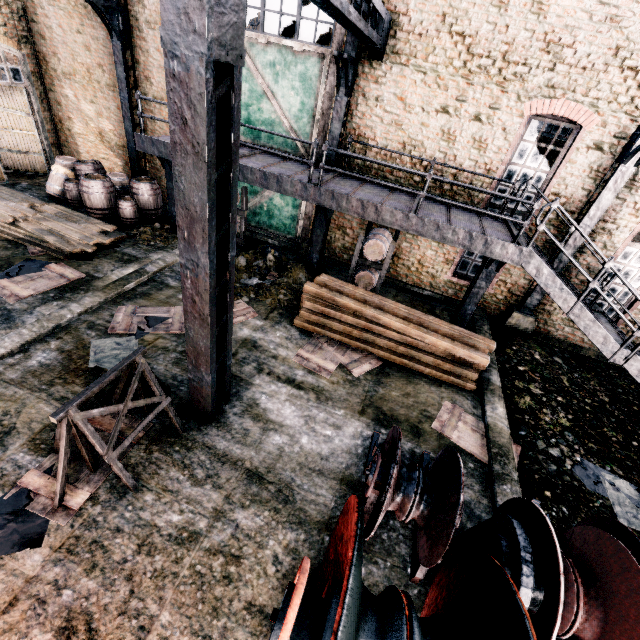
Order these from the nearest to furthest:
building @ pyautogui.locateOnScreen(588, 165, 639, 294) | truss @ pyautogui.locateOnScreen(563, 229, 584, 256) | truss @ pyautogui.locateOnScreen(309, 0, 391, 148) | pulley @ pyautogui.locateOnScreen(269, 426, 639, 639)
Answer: pulley @ pyautogui.locateOnScreen(269, 426, 639, 639)
truss @ pyautogui.locateOnScreen(309, 0, 391, 148)
building @ pyautogui.locateOnScreen(588, 165, 639, 294)
truss @ pyautogui.locateOnScreen(563, 229, 584, 256)

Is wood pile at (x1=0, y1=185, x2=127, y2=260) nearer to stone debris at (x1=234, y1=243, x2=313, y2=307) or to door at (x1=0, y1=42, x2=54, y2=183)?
door at (x1=0, y1=42, x2=54, y2=183)

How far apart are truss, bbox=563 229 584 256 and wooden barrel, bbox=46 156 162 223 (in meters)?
16.05

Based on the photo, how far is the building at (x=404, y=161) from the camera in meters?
11.0 m

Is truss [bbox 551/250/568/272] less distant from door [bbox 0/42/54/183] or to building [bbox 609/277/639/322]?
building [bbox 609/277/639/322]

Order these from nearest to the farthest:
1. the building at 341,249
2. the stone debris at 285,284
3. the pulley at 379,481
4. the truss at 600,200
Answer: the pulley at 379,481 < the truss at 600,200 < the stone debris at 285,284 < the building at 341,249

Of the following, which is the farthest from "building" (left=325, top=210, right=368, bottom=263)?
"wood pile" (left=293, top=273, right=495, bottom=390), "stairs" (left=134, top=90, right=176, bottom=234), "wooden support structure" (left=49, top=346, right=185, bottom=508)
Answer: "wooden support structure" (left=49, top=346, right=185, bottom=508)

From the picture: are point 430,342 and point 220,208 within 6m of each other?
no
